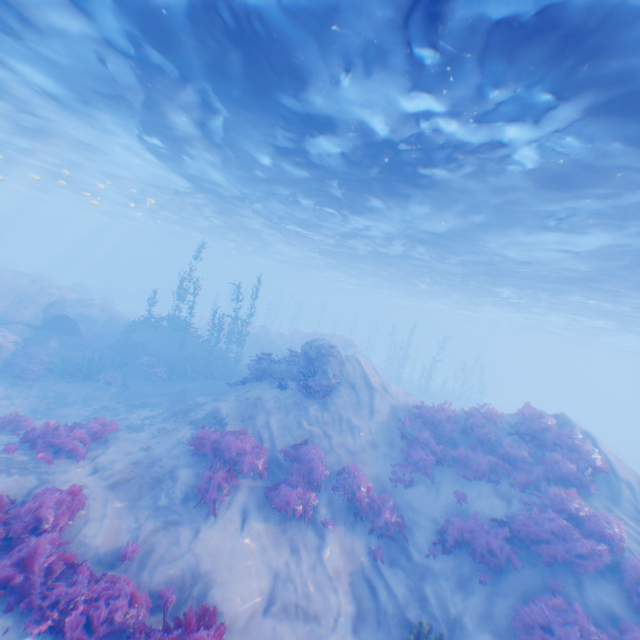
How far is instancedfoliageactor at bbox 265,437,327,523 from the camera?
9.32m

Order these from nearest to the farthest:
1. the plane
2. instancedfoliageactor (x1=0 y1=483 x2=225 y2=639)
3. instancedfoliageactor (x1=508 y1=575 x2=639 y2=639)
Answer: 1. instancedfoliageactor (x1=0 y1=483 x2=225 y2=639)
2. instancedfoliageactor (x1=508 y1=575 x2=639 y2=639)
3. the plane

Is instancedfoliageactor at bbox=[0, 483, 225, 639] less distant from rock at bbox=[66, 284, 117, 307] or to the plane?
rock at bbox=[66, 284, 117, 307]

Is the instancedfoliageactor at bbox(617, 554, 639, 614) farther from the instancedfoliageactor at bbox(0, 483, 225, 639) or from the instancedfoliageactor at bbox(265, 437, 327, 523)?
the instancedfoliageactor at bbox(0, 483, 225, 639)

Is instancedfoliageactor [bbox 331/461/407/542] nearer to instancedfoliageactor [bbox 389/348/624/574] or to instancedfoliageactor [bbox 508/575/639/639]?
instancedfoliageactor [bbox 389/348/624/574]

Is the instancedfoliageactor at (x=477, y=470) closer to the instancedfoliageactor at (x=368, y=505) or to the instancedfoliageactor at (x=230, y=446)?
the instancedfoliageactor at (x=368, y=505)

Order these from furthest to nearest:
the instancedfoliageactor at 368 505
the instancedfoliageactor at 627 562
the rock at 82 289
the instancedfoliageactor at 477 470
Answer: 1. the rock at 82 289
2. the instancedfoliageactor at 368 505
3. the instancedfoliageactor at 477 470
4. the instancedfoliageactor at 627 562

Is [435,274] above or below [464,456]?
above
